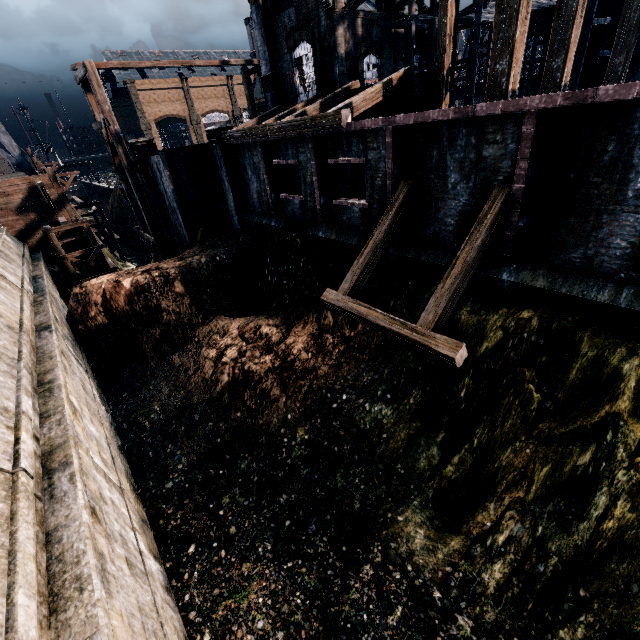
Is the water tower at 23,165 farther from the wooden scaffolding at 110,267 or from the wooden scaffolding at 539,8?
the wooden scaffolding at 539,8

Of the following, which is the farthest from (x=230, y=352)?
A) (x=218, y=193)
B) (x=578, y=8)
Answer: (x=578, y=8)

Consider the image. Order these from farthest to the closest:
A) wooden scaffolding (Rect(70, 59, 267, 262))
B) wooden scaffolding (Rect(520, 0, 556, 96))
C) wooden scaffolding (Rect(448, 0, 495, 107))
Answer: wooden scaffolding (Rect(448, 0, 495, 107))
wooden scaffolding (Rect(520, 0, 556, 96))
wooden scaffolding (Rect(70, 59, 267, 262))

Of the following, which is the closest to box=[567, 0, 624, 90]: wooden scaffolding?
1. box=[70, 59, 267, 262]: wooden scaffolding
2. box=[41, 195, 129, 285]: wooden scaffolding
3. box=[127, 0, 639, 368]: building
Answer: box=[127, 0, 639, 368]: building

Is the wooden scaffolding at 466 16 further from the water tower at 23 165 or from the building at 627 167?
the water tower at 23 165

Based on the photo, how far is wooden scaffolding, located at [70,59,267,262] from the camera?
20.2 meters

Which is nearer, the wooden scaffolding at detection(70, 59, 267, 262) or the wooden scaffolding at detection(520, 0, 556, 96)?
the wooden scaffolding at detection(70, 59, 267, 262)

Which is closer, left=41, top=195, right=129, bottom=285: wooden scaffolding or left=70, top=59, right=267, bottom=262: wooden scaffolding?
left=70, top=59, right=267, bottom=262: wooden scaffolding
